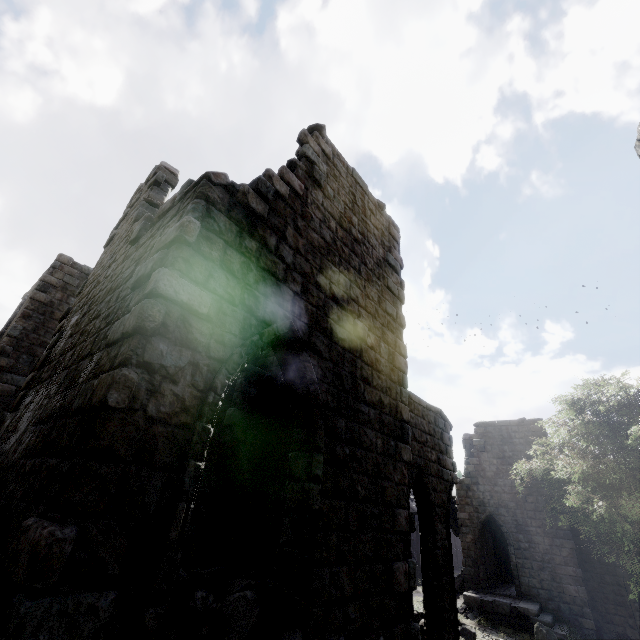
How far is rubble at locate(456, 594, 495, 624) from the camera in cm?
1595

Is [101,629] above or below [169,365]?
below

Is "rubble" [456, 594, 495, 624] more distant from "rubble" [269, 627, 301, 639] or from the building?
"rubble" [269, 627, 301, 639]

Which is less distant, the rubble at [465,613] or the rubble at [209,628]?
the rubble at [209,628]

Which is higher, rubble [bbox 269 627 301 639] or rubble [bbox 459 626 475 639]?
rubble [bbox 269 627 301 639]

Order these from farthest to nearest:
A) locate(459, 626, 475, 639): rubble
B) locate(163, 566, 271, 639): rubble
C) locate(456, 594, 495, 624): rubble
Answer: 1. locate(456, 594, 495, 624): rubble
2. locate(459, 626, 475, 639): rubble
3. locate(163, 566, 271, 639): rubble

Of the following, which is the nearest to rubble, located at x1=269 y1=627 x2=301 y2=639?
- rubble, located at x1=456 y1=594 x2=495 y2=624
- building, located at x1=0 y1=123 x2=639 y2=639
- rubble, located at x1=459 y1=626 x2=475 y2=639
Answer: building, located at x1=0 y1=123 x2=639 y2=639
